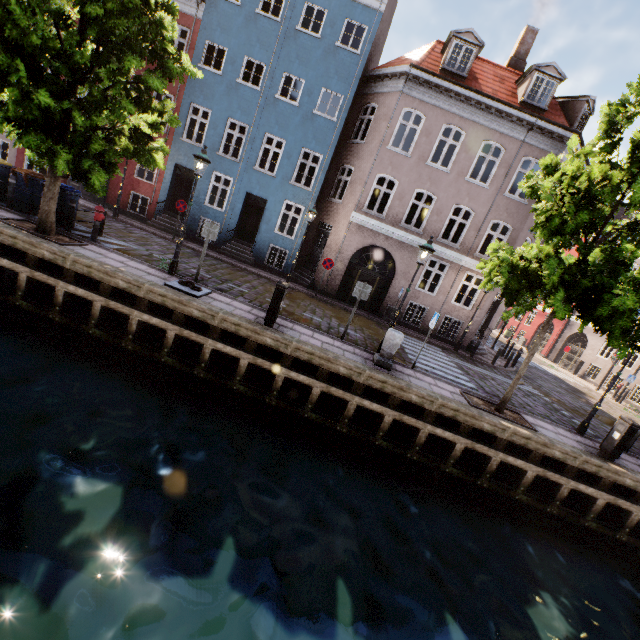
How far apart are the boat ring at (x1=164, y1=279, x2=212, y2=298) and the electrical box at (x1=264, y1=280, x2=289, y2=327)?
2.0 meters

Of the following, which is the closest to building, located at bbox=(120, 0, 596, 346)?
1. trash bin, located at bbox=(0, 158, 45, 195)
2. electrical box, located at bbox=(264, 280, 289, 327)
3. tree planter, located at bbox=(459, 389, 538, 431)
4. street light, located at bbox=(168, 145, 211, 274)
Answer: street light, located at bbox=(168, 145, 211, 274)

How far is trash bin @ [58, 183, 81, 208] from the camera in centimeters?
1023cm

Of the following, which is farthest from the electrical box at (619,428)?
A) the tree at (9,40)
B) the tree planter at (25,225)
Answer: the tree planter at (25,225)

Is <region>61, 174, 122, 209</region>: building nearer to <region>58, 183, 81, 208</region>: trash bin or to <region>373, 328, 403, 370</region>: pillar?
<region>58, 183, 81, 208</region>: trash bin

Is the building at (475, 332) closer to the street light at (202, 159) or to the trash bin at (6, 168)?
the street light at (202, 159)

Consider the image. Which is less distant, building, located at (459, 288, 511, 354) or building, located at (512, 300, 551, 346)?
building, located at (459, 288, 511, 354)

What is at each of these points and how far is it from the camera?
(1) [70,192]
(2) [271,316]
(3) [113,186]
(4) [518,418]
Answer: (1) trash bin, 10.40m
(2) electrical box, 8.48m
(3) building, 17.27m
(4) tree planter, 9.38m
